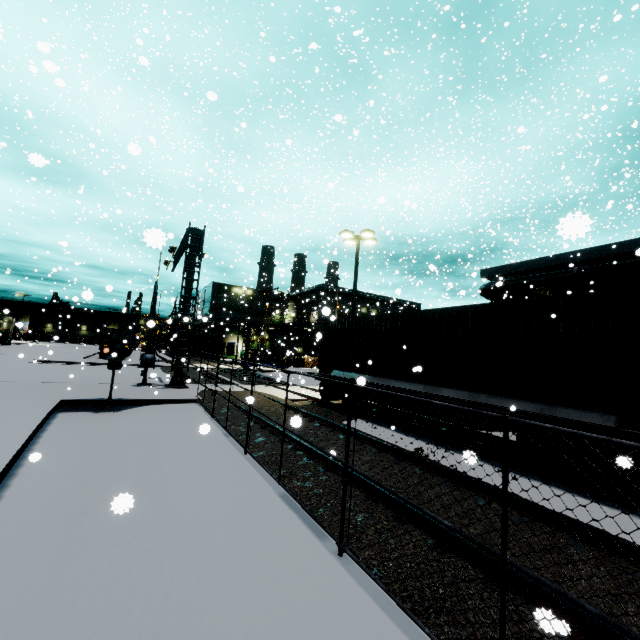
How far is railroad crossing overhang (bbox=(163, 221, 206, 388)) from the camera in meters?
17.0 m

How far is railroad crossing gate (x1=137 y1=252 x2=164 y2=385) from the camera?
16.88m

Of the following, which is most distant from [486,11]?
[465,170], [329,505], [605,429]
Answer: [329,505]

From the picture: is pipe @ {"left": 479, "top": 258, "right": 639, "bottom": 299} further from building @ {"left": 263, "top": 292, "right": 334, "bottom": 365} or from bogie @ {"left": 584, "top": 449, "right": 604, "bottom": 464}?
bogie @ {"left": 584, "top": 449, "right": 604, "bottom": 464}

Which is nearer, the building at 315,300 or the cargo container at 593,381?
the cargo container at 593,381

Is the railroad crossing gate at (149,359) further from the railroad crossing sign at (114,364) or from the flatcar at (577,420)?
the railroad crossing sign at (114,364)

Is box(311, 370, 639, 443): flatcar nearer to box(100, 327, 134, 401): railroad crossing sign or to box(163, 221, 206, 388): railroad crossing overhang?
box(163, 221, 206, 388): railroad crossing overhang

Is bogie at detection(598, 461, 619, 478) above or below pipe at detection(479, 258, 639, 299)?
below
